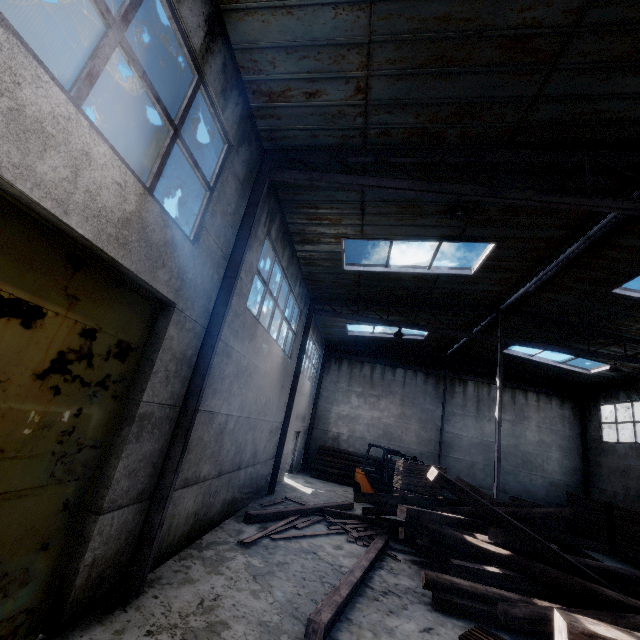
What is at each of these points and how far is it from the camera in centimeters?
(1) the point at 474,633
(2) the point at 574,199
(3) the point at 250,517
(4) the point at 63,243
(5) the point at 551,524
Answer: (1) wooden pallet, 505cm
(2) roof support, 572cm
(3) wooden beam, 816cm
(4) door, 306cm
(5) wooden beam stack, 1474cm

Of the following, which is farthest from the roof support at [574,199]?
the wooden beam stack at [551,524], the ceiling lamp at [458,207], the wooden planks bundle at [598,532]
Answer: the wooden beam stack at [551,524]

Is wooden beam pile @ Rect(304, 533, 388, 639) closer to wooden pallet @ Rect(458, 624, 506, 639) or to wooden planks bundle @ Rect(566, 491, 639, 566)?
wooden pallet @ Rect(458, 624, 506, 639)

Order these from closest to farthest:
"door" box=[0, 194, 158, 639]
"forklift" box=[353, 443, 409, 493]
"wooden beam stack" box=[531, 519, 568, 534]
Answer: "door" box=[0, 194, 158, 639]
"forklift" box=[353, 443, 409, 493]
"wooden beam stack" box=[531, 519, 568, 534]

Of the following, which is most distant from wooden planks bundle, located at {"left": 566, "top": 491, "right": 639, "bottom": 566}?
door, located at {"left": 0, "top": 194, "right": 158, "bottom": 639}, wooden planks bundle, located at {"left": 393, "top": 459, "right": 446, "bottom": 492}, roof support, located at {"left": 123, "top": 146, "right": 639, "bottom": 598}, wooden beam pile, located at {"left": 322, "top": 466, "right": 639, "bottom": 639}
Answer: door, located at {"left": 0, "top": 194, "right": 158, "bottom": 639}

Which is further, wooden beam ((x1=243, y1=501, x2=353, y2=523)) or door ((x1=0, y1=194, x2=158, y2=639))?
wooden beam ((x1=243, y1=501, x2=353, y2=523))

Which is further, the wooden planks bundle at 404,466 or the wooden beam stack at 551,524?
the wooden beam stack at 551,524

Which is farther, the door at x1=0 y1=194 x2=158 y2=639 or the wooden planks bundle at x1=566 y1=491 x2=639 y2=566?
the wooden planks bundle at x1=566 y1=491 x2=639 y2=566
